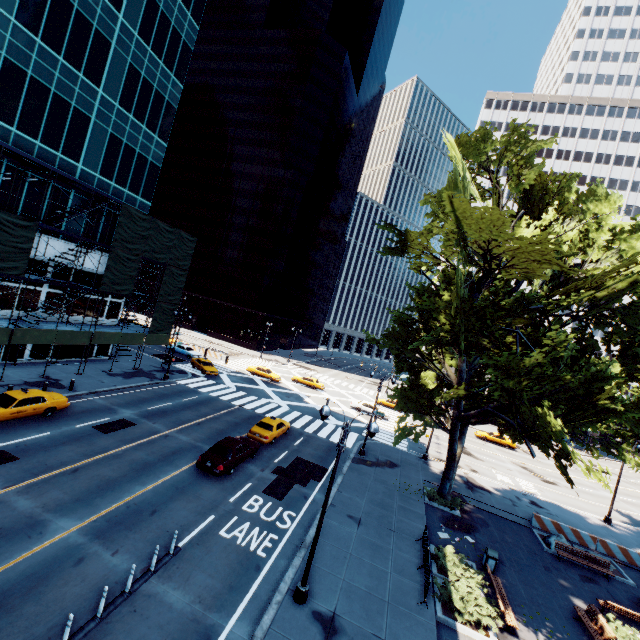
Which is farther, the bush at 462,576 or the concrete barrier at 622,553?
the concrete barrier at 622,553

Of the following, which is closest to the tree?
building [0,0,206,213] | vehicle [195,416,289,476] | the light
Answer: the light

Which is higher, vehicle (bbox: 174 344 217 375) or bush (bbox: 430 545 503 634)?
vehicle (bbox: 174 344 217 375)

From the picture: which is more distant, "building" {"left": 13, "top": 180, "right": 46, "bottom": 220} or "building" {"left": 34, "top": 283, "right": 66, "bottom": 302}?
"building" {"left": 34, "top": 283, "right": 66, "bottom": 302}

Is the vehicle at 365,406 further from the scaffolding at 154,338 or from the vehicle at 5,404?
the vehicle at 5,404

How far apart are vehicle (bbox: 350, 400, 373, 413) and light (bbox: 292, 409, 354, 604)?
30.51m

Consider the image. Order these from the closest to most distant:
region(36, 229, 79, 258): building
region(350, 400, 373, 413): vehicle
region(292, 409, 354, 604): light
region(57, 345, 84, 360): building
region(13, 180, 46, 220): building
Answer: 1. region(292, 409, 354, 604): light
2. region(13, 180, 46, 220): building
3. region(36, 229, 79, 258): building
4. region(57, 345, 84, 360): building
5. region(350, 400, 373, 413): vehicle

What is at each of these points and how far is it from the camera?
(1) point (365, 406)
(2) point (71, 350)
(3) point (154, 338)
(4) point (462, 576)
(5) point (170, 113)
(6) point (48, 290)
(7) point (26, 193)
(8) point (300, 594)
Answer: (1) vehicle, 42.2 meters
(2) building, 31.2 meters
(3) scaffolding, 35.4 meters
(4) bush, 15.3 meters
(5) building, 34.7 meters
(6) building, 27.9 meters
(7) building, 24.7 meters
(8) light, 11.7 meters
